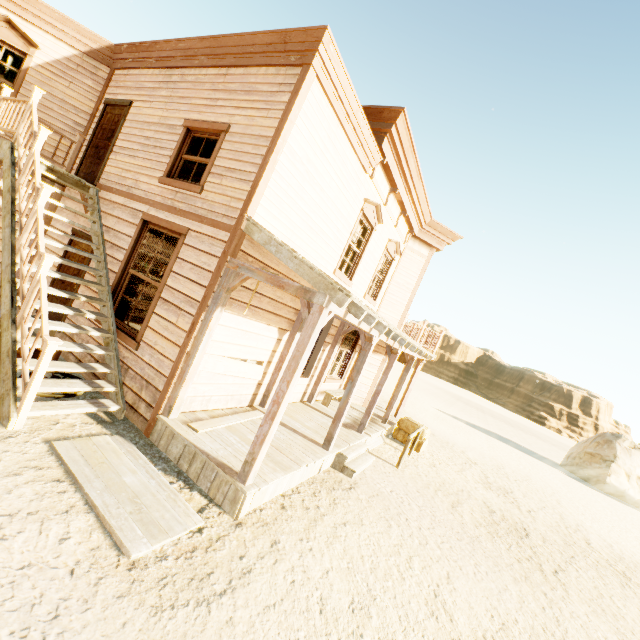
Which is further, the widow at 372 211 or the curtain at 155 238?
the widow at 372 211

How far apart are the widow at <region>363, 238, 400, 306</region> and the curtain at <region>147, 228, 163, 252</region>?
5.89m

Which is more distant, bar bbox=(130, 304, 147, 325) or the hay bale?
the hay bale

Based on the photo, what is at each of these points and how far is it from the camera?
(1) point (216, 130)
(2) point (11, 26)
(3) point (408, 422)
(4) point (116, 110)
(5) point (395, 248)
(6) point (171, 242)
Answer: (1) widow, 5.9m
(2) widow, 7.5m
(3) hay bale, 11.4m
(4) door, 7.7m
(5) widow, 11.2m
(6) curtain, 6.3m

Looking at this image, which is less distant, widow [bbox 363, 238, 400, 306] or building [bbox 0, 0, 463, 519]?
building [bbox 0, 0, 463, 519]

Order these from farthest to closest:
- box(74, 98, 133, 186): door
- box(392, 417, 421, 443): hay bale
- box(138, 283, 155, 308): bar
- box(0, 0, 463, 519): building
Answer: box(392, 417, 421, 443): hay bale
box(138, 283, 155, 308): bar
box(74, 98, 133, 186): door
box(0, 0, 463, 519): building

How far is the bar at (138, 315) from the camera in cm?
1006

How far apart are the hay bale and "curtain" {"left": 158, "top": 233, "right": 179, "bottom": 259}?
9.07m
